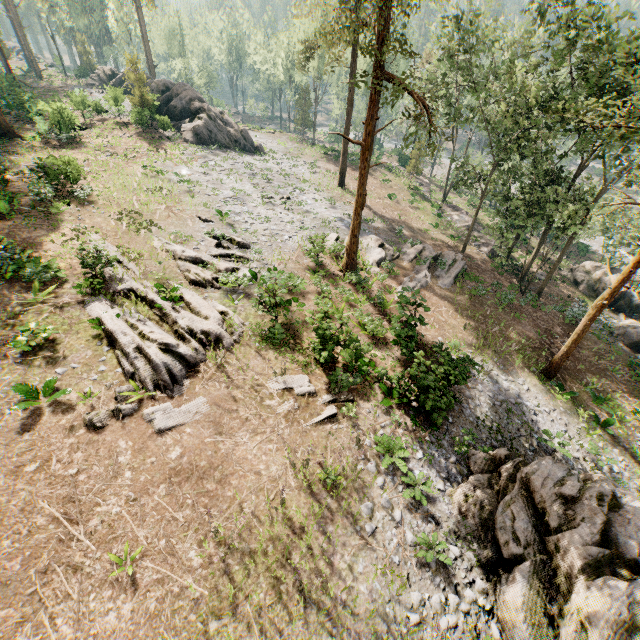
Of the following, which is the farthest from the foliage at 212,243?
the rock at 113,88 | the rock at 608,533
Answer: the rock at 608,533

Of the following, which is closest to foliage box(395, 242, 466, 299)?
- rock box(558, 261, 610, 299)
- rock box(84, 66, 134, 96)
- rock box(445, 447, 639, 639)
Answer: rock box(84, 66, 134, 96)

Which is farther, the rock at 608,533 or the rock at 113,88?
the rock at 113,88

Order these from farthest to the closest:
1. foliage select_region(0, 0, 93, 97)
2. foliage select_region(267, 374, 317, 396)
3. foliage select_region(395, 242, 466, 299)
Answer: foliage select_region(0, 0, 93, 97)
foliage select_region(395, 242, 466, 299)
foliage select_region(267, 374, 317, 396)

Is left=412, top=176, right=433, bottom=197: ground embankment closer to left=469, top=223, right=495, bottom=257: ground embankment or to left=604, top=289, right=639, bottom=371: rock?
left=469, top=223, right=495, bottom=257: ground embankment

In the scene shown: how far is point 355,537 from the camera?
10.2 meters

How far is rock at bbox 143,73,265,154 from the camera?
34.9 meters

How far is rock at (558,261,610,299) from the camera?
30.89m
